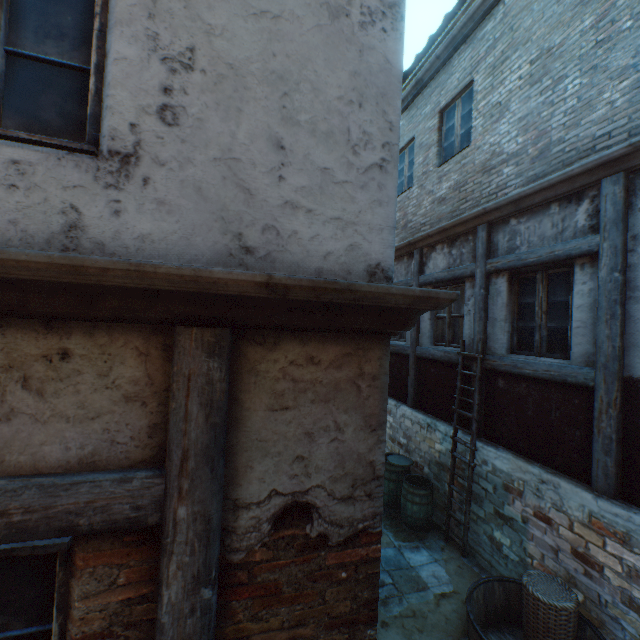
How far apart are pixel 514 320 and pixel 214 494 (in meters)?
5.29

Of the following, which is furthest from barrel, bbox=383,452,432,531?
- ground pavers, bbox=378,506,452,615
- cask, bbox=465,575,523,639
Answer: cask, bbox=465,575,523,639

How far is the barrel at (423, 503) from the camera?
6.0m

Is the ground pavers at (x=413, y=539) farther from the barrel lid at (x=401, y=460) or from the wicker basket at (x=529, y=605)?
the barrel lid at (x=401, y=460)

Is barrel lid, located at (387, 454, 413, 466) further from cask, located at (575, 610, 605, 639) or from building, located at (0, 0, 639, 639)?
cask, located at (575, 610, 605, 639)

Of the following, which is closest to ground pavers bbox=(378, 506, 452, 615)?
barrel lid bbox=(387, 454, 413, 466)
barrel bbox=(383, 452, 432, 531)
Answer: barrel bbox=(383, 452, 432, 531)

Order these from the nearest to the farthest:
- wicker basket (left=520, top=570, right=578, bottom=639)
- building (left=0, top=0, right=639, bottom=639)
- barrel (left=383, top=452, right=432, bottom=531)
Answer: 1. building (left=0, top=0, right=639, bottom=639)
2. wicker basket (left=520, top=570, right=578, bottom=639)
3. barrel (left=383, top=452, right=432, bottom=531)
